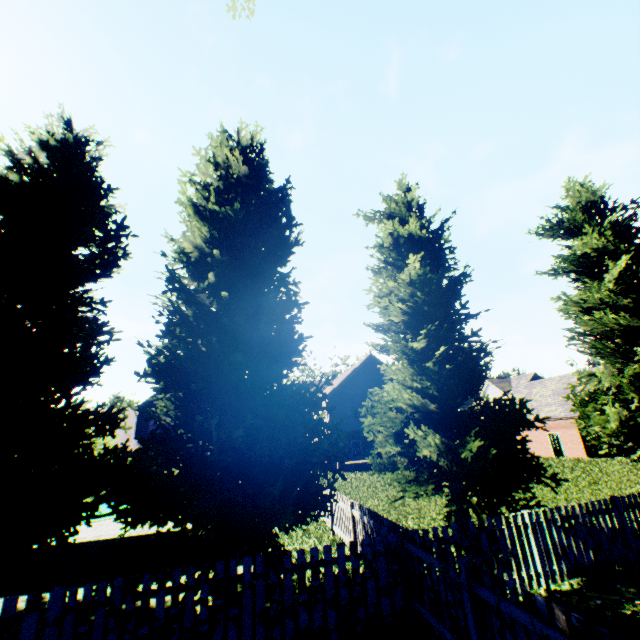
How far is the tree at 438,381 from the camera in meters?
8.4 m

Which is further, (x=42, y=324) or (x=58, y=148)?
(x=58, y=148)

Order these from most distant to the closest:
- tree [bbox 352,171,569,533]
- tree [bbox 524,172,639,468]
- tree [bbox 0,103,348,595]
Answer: tree [bbox 524,172,639,468]
tree [bbox 352,171,569,533]
tree [bbox 0,103,348,595]

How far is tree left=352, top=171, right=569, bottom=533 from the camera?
8.4 meters

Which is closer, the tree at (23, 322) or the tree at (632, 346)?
the tree at (23, 322)

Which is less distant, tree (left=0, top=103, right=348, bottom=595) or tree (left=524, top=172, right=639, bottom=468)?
tree (left=0, top=103, right=348, bottom=595)
